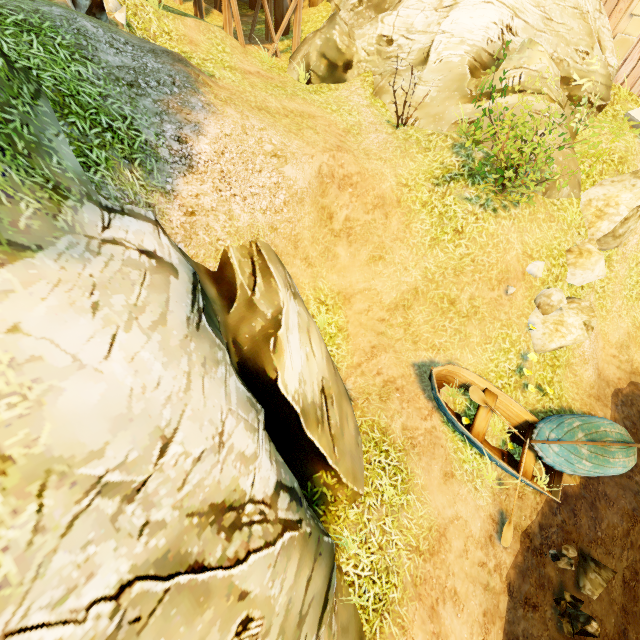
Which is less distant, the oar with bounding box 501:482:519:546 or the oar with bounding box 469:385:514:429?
the oar with bounding box 501:482:519:546

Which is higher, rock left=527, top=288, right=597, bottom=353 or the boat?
rock left=527, top=288, right=597, bottom=353

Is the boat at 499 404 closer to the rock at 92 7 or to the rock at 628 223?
the rock at 628 223

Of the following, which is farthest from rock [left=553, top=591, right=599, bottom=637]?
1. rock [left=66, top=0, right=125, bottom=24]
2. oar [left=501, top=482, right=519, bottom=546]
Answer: rock [left=66, top=0, right=125, bottom=24]

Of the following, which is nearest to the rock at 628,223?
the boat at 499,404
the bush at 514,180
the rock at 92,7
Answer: the bush at 514,180

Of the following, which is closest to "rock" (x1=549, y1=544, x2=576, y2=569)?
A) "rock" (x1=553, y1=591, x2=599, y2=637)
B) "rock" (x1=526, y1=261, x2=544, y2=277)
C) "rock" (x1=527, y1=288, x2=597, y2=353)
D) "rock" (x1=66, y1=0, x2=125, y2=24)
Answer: "rock" (x1=553, y1=591, x2=599, y2=637)

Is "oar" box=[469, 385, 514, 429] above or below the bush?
below

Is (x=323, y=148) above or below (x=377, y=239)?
above
